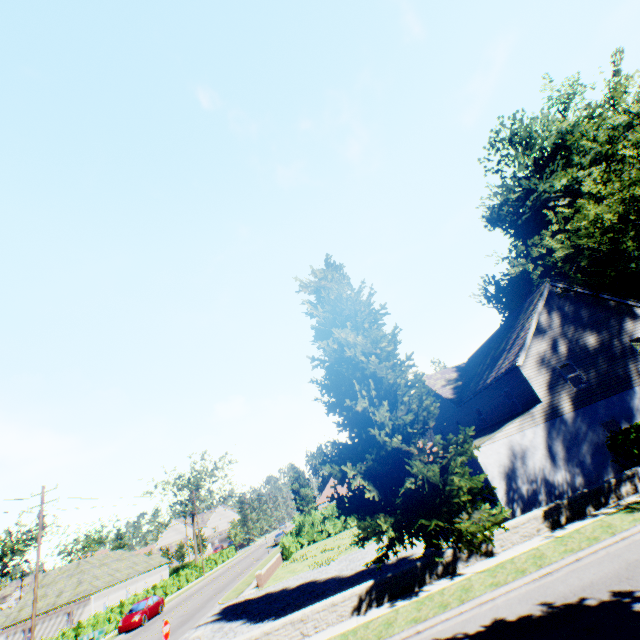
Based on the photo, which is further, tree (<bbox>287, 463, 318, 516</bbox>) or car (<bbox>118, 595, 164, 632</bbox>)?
tree (<bbox>287, 463, 318, 516</bbox>)

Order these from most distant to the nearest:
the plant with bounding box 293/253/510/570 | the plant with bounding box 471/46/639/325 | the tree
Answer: the tree → the plant with bounding box 471/46/639/325 → the plant with bounding box 293/253/510/570

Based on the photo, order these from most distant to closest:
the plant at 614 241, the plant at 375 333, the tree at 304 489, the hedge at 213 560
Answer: the tree at 304 489 → the hedge at 213 560 → the plant at 614 241 → the plant at 375 333

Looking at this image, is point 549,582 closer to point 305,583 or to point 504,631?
point 504,631

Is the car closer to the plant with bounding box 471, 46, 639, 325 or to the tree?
the tree

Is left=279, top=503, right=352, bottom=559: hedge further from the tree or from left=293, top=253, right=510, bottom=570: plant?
left=293, top=253, right=510, bottom=570: plant

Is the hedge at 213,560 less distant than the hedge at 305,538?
No

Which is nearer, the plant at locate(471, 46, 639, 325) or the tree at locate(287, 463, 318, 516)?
the plant at locate(471, 46, 639, 325)
